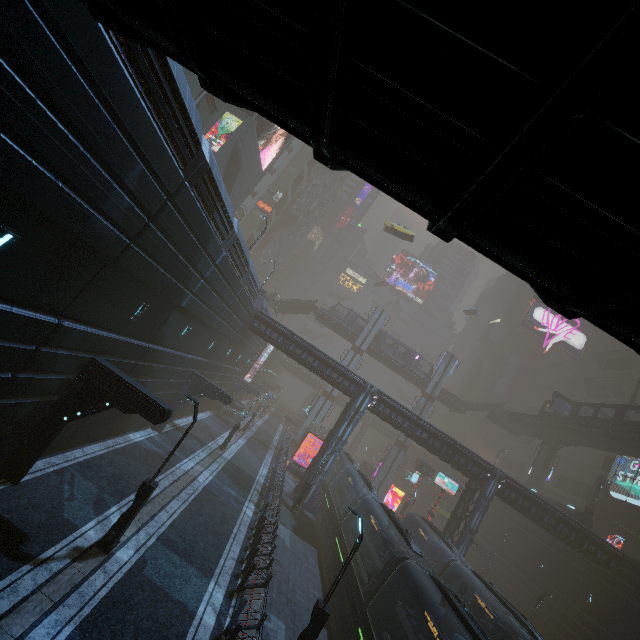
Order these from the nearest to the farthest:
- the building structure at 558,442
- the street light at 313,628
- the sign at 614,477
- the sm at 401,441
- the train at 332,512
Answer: the street light at 313,628 → the train at 332,512 → the sign at 614,477 → the building structure at 558,442 → the sm at 401,441

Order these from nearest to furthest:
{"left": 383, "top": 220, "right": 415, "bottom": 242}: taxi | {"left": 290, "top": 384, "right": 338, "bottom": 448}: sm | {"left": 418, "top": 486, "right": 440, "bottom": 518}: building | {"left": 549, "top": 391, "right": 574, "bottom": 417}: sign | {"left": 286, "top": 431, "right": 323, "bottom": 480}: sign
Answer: {"left": 286, "top": 431, "right": 323, "bottom": 480}: sign
{"left": 383, "top": 220, "right": 415, "bottom": 242}: taxi
{"left": 549, "top": 391, "right": 574, "bottom": 417}: sign
{"left": 290, "top": 384, "right": 338, "bottom": 448}: sm
{"left": 418, "top": 486, "right": 440, "bottom": 518}: building

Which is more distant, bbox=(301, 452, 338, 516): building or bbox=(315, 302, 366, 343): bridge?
bbox=(315, 302, 366, 343): bridge

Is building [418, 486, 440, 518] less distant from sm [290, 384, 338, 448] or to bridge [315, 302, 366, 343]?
sm [290, 384, 338, 448]

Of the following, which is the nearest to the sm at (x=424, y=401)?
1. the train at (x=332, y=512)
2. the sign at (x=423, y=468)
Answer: the sign at (x=423, y=468)

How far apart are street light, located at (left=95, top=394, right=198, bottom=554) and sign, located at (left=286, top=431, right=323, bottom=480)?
24.97m

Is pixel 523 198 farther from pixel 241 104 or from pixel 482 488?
pixel 482 488

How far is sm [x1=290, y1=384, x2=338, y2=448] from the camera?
50.34m
